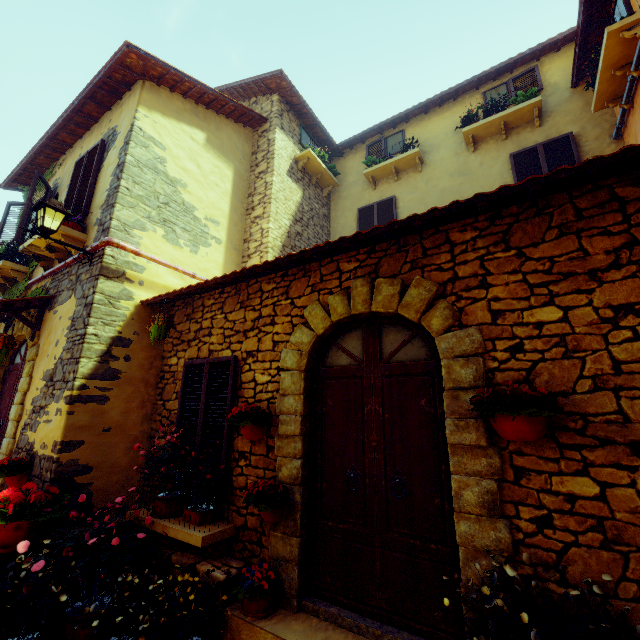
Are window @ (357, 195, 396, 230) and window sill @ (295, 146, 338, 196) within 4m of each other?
yes

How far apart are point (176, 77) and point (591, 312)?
7.6m

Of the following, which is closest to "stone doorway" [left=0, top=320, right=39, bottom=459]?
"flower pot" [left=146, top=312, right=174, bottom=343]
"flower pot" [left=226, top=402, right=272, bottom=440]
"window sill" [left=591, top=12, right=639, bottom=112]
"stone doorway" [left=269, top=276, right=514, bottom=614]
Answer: "flower pot" [left=146, top=312, right=174, bottom=343]

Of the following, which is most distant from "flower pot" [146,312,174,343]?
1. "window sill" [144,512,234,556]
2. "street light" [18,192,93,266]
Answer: "window sill" [144,512,234,556]

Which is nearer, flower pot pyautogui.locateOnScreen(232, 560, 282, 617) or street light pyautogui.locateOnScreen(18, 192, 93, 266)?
flower pot pyautogui.locateOnScreen(232, 560, 282, 617)

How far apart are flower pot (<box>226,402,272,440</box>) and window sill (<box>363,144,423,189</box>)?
7.19m

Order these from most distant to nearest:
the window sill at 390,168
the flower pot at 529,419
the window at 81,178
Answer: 1. the window sill at 390,168
2. the window at 81,178
3. the flower pot at 529,419

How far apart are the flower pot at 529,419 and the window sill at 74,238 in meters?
6.2
